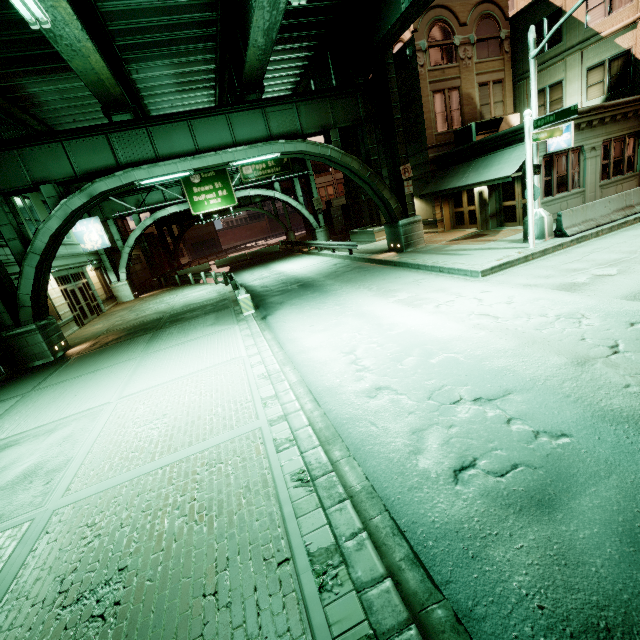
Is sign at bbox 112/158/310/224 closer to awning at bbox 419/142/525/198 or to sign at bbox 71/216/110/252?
sign at bbox 71/216/110/252

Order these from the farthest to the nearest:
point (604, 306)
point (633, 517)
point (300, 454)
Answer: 1. point (604, 306)
2. point (300, 454)
3. point (633, 517)

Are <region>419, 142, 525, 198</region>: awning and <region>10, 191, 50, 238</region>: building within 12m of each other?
no

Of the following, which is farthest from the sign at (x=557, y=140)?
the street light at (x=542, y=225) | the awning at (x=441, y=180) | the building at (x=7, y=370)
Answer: the building at (x=7, y=370)

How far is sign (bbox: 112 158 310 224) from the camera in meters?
27.8

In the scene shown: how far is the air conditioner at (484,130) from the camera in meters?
18.3

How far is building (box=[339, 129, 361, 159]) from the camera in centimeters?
2816cm

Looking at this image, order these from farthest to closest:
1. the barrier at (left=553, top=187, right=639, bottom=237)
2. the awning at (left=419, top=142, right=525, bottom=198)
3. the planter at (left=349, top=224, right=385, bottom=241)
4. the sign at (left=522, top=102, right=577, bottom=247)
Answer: the planter at (left=349, top=224, right=385, bottom=241)
the awning at (left=419, top=142, right=525, bottom=198)
the barrier at (left=553, top=187, right=639, bottom=237)
the sign at (left=522, top=102, right=577, bottom=247)
